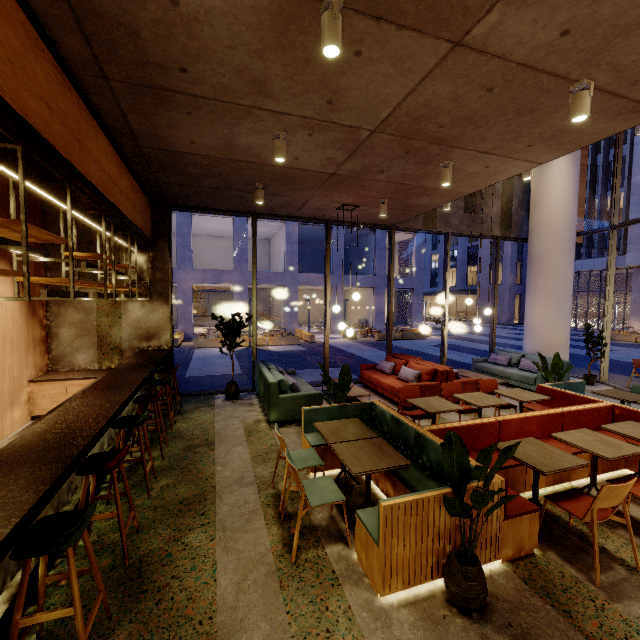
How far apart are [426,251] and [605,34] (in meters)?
54.27

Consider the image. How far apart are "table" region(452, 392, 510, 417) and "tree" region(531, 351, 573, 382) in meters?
1.8 m

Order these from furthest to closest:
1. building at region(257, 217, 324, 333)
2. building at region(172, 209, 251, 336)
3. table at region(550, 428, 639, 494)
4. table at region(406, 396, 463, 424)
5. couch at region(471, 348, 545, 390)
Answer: building at region(257, 217, 324, 333) < building at region(172, 209, 251, 336) < couch at region(471, 348, 545, 390) < table at region(406, 396, 463, 424) < table at region(550, 428, 639, 494)

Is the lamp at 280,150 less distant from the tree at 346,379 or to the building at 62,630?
the building at 62,630

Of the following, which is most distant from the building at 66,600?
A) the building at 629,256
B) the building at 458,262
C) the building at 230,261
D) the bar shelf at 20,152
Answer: the building at 458,262

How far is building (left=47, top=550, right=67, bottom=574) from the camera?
2.81m

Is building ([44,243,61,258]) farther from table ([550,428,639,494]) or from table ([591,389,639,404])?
table ([550,428,639,494])

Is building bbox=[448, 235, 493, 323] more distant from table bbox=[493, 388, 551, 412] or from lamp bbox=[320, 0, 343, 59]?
lamp bbox=[320, 0, 343, 59]
